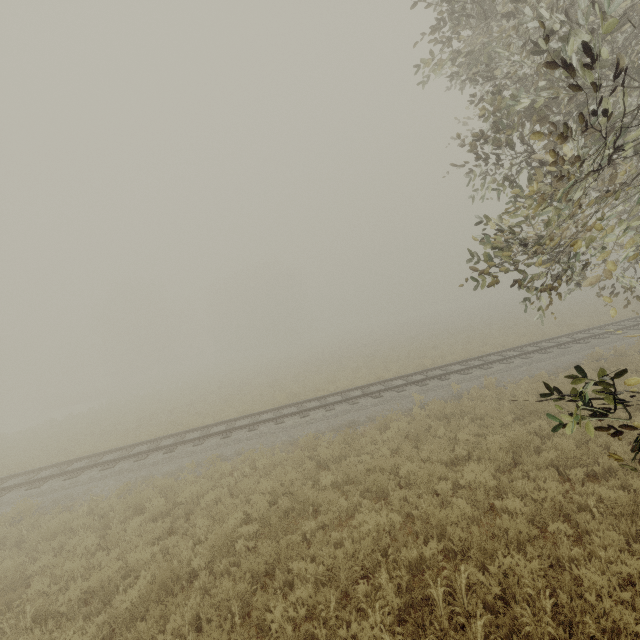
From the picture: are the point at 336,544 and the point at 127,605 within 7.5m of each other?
yes

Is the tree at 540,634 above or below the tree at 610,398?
below

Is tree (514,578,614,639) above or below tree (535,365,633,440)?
below

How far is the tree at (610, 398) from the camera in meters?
3.0 m

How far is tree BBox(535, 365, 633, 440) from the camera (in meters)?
3.01
